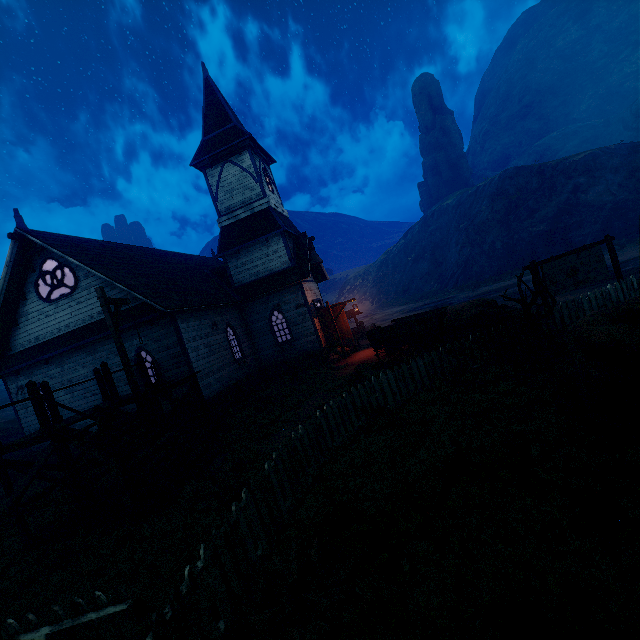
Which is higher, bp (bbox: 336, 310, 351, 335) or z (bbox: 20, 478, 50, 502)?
bp (bbox: 336, 310, 351, 335)

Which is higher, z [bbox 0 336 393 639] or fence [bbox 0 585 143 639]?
fence [bbox 0 585 143 639]

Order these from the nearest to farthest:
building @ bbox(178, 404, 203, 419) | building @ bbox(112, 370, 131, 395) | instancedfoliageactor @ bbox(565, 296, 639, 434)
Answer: instancedfoliageactor @ bbox(565, 296, 639, 434) < building @ bbox(178, 404, 203, 419) < building @ bbox(112, 370, 131, 395)

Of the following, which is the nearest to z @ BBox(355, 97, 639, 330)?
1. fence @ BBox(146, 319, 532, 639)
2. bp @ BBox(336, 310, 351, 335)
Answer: fence @ BBox(146, 319, 532, 639)

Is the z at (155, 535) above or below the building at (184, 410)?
below

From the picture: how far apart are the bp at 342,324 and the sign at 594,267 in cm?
990

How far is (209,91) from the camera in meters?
19.6
